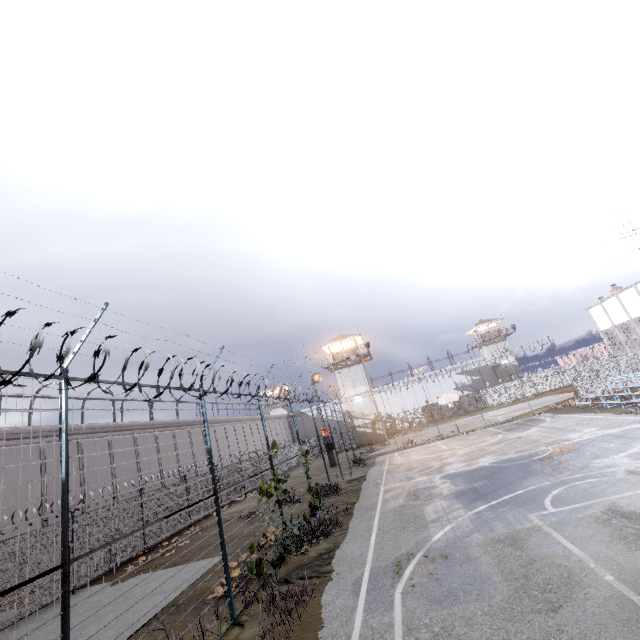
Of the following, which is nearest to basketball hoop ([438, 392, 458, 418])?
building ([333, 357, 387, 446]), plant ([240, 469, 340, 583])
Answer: building ([333, 357, 387, 446])

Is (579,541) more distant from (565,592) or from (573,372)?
(573,372)

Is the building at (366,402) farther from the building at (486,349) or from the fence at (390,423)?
the building at (486,349)

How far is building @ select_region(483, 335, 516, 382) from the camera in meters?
57.6

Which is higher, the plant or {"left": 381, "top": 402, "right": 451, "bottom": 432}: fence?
{"left": 381, "top": 402, "right": 451, "bottom": 432}: fence

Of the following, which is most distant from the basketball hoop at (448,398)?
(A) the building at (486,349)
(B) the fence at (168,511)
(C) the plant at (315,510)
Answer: (A) the building at (486,349)

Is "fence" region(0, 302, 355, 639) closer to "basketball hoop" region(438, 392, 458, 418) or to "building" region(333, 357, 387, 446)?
"basketball hoop" region(438, 392, 458, 418)

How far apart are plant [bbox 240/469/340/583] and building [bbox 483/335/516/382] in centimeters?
5630cm
